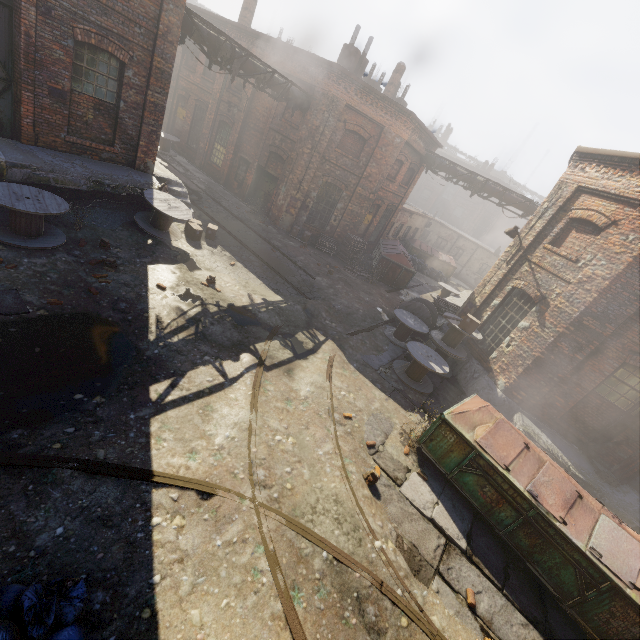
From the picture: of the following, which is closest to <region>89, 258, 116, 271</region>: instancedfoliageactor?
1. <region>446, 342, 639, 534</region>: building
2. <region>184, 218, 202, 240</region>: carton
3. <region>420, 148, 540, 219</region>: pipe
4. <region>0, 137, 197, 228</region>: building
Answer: <region>0, 137, 197, 228</region>: building

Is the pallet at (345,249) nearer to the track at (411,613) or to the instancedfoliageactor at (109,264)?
the track at (411,613)

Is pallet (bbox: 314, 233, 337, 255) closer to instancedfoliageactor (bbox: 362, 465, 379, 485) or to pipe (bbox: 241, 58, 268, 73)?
pipe (bbox: 241, 58, 268, 73)

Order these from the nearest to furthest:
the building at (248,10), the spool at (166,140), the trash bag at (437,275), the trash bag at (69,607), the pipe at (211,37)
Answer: the trash bag at (69,607), the pipe at (211,37), the building at (248,10), the spool at (166,140), the trash bag at (437,275)

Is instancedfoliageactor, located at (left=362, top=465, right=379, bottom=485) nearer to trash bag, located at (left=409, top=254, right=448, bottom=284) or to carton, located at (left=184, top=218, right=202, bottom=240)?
carton, located at (left=184, top=218, right=202, bottom=240)

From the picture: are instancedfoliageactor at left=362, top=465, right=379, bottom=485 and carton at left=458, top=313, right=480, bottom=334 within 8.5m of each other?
yes

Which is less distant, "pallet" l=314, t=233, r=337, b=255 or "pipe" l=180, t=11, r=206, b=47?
"pipe" l=180, t=11, r=206, b=47

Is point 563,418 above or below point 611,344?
below
